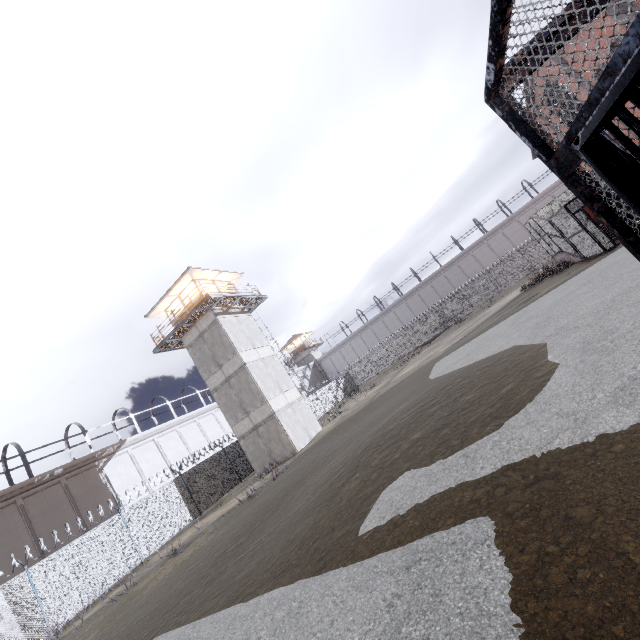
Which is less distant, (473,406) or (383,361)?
(473,406)

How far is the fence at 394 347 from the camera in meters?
38.6 m

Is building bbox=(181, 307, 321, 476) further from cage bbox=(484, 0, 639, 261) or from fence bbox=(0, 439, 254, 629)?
cage bbox=(484, 0, 639, 261)

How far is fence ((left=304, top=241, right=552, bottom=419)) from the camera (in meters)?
38.59

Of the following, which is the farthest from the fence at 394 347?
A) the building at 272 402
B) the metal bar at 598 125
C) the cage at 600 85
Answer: the metal bar at 598 125

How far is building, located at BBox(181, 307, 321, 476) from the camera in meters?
22.1 m

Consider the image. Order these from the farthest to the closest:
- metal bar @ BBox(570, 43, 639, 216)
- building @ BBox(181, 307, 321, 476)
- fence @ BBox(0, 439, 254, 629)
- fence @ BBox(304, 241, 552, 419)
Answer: fence @ BBox(304, 241, 552, 419)
building @ BBox(181, 307, 321, 476)
fence @ BBox(0, 439, 254, 629)
metal bar @ BBox(570, 43, 639, 216)

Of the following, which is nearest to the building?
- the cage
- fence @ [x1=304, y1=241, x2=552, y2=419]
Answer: fence @ [x1=304, y1=241, x2=552, y2=419]
